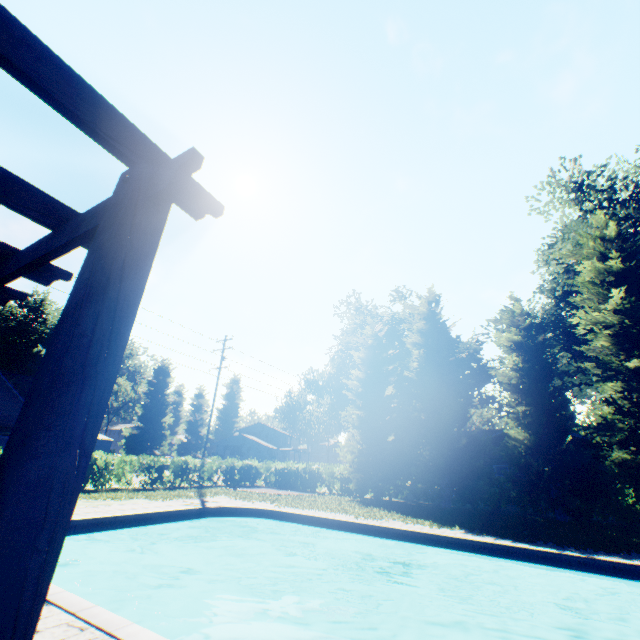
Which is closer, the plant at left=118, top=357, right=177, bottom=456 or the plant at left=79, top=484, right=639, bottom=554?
the plant at left=79, top=484, right=639, bottom=554

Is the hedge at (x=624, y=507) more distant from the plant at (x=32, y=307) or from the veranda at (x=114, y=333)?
the veranda at (x=114, y=333)

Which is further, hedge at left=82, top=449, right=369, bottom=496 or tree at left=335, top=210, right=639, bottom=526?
hedge at left=82, top=449, right=369, bottom=496

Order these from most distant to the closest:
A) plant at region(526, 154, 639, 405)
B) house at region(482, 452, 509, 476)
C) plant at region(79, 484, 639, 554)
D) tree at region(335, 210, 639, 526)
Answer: house at region(482, 452, 509, 476)
plant at region(526, 154, 639, 405)
tree at region(335, 210, 639, 526)
plant at region(79, 484, 639, 554)

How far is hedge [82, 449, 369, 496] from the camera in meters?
17.5 m

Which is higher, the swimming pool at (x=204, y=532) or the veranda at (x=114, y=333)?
the veranda at (x=114, y=333)

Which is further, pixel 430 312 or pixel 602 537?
pixel 430 312

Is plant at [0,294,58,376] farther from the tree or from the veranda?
the veranda
